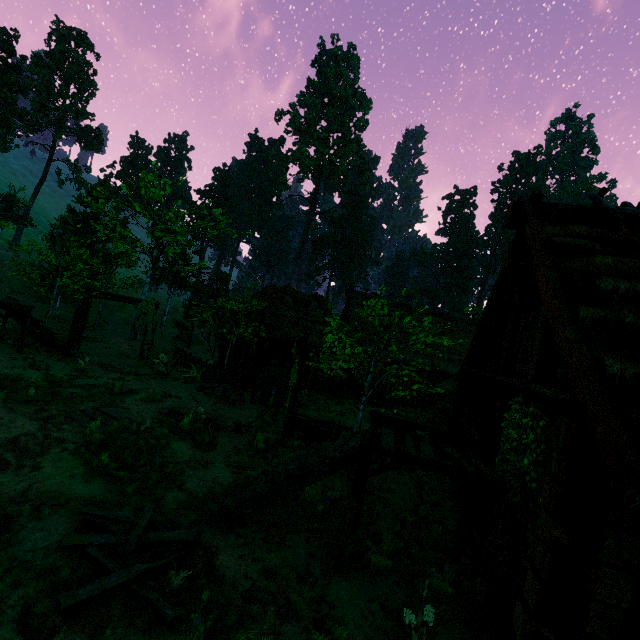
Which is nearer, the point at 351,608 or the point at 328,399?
the point at 351,608

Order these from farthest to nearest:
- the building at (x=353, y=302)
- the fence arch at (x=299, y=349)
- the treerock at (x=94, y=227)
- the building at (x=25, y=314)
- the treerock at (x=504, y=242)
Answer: the treerock at (x=504, y=242), the building at (x=353, y=302), the treerock at (x=94, y=227), the building at (x=25, y=314), the fence arch at (x=299, y=349)

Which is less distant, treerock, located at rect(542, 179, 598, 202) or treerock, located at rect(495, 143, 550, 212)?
treerock, located at rect(542, 179, 598, 202)

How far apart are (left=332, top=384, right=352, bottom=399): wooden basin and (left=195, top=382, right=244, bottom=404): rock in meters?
6.6

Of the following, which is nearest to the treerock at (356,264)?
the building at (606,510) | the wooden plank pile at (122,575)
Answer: the building at (606,510)

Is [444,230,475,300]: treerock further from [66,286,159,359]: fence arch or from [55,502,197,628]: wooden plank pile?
[55,502,197,628]: wooden plank pile

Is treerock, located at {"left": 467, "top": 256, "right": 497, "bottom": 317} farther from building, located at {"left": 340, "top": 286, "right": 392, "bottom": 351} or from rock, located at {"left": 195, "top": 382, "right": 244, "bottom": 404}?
rock, located at {"left": 195, "top": 382, "right": 244, "bottom": 404}

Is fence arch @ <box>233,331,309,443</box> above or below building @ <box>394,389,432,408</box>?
above
